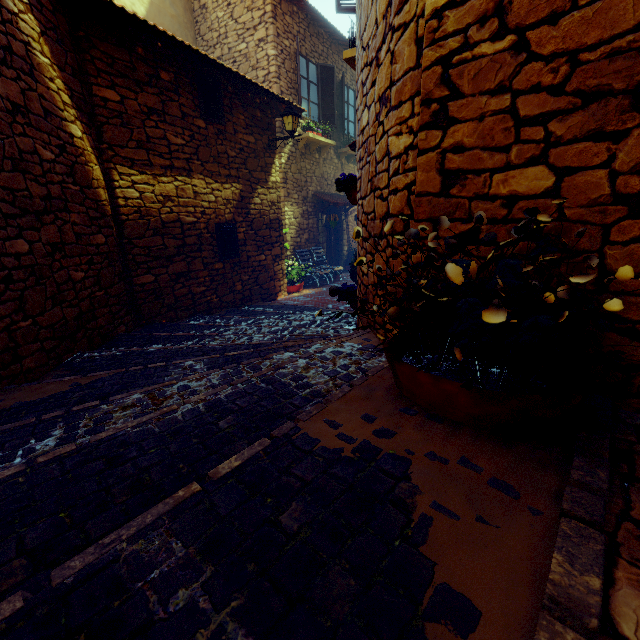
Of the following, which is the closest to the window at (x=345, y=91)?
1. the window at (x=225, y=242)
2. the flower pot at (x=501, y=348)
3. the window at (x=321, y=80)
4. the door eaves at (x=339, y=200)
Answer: the window at (x=321, y=80)

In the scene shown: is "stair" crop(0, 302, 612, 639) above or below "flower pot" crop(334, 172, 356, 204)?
below

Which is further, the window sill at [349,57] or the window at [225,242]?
the window at [225,242]

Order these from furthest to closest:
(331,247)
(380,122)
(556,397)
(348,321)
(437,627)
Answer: (331,247) → (348,321) → (380,122) → (556,397) → (437,627)

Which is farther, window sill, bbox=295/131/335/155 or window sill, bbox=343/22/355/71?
window sill, bbox=295/131/335/155

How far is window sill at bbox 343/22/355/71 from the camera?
4.76m

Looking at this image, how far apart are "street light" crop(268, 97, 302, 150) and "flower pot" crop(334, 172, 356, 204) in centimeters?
307cm

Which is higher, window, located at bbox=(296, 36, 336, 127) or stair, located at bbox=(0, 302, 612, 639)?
window, located at bbox=(296, 36, 336, 127)
